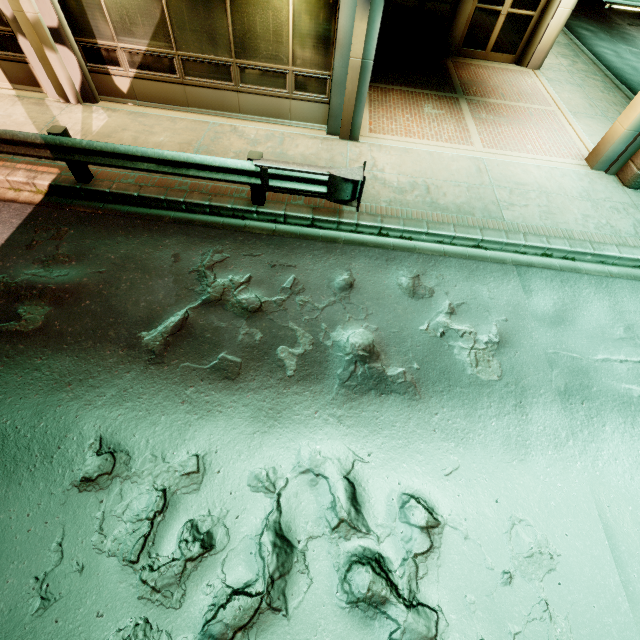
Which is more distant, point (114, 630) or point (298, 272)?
point (298, 272)
